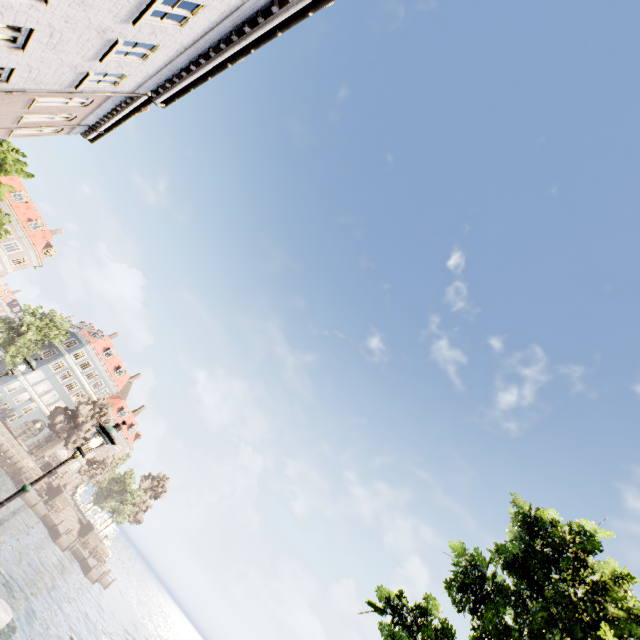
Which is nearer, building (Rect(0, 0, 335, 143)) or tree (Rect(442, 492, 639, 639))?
tree (Rect(442, 492, 639, 639))

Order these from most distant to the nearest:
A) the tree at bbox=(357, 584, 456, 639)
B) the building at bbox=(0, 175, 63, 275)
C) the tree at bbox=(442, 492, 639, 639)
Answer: the building at bbox=(0, 175, 63, 275), the tree at bbox=(357, 584, 456, 639), the tree at bbox=(442, 492, 639, 639)

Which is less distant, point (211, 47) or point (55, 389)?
point (211, 47)

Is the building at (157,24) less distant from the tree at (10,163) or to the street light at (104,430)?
the tree at (10,163)

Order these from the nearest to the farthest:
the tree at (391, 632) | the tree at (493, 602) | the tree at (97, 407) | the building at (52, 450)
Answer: the tree at (493, 602) → the tree at (391, 632) → the tree at (97, 407) → the building at (52, 450)

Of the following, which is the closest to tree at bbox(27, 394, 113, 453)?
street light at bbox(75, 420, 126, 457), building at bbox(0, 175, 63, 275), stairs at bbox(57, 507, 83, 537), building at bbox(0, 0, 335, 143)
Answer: building at bbox(0, 0, 335, 143)

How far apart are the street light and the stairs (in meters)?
52.77

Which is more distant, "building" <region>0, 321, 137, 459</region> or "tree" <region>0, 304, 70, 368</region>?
"building" <region>0, 321, 137, 459</region>
